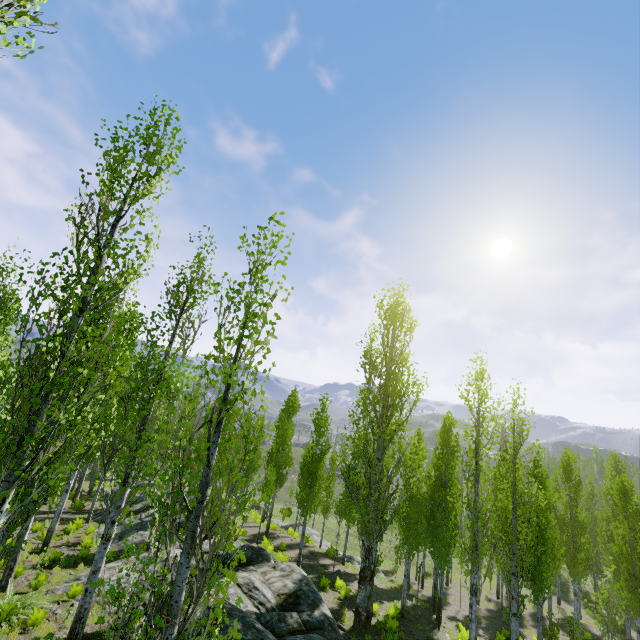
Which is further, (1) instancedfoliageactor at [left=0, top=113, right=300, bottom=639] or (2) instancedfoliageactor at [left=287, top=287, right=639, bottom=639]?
(2) instancedfoliageactor at [left=287, top=287, right=639, bottom=639]

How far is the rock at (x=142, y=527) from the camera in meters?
12.5

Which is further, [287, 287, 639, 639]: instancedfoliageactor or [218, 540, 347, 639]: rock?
[287, 287, 639, 639]: instancedfoliageactor

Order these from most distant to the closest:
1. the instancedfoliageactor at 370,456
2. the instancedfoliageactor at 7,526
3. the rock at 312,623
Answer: the instancedfoliageactor at 370,456 < the rock at 312,623 < the instancedfoliageactor at 7,526

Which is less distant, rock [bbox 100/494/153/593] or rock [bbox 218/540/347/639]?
rock [bbox 218/540/347/639]

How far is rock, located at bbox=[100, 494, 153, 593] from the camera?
12.5m

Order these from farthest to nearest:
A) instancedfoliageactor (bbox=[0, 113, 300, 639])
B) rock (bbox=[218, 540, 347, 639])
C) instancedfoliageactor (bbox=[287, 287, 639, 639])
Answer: instancedfoliageactor (bbox=[287, 287, 639, 639]), rock (bbox=[218, 540, 347, 639]), instancedfoliageactor (bbox=[0, 113, 300, 639])

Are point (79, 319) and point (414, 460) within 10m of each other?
no
